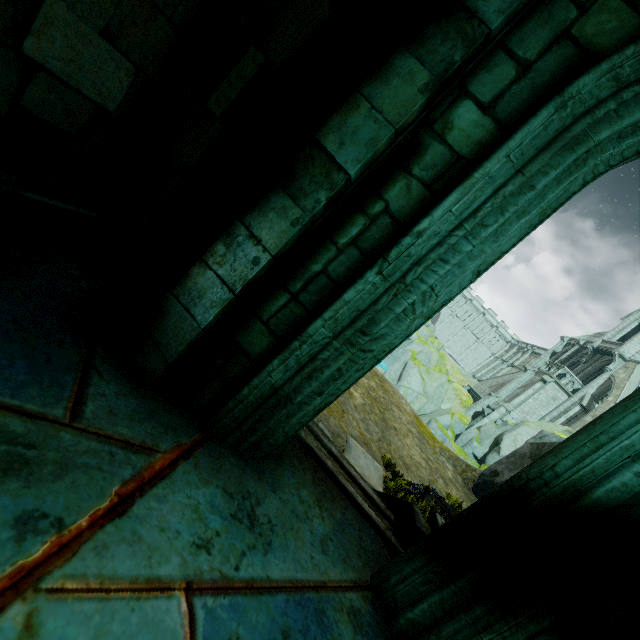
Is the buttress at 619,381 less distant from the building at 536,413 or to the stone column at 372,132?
the building at 536,413

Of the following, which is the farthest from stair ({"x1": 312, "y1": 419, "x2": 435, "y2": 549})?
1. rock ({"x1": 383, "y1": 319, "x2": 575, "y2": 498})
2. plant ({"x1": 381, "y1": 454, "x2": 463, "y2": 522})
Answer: rock ({"x1": 383, "y1": 319, "x2": 575, "y2": 498})

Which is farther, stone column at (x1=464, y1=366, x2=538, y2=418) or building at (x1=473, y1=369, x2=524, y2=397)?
building at (x1=473, y1=369, x2=524, y2=397)

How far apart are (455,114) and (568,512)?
2.6 meters

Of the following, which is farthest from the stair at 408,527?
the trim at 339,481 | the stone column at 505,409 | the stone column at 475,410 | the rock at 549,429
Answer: the stone column at 475,410

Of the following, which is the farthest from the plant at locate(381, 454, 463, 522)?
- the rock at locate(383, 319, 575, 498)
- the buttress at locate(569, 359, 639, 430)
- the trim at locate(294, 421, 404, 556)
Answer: the buttress at locate(569, 359, 639, 430)

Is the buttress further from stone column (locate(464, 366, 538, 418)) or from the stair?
the stair

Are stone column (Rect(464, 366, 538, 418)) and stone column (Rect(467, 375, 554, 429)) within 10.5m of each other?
yes
